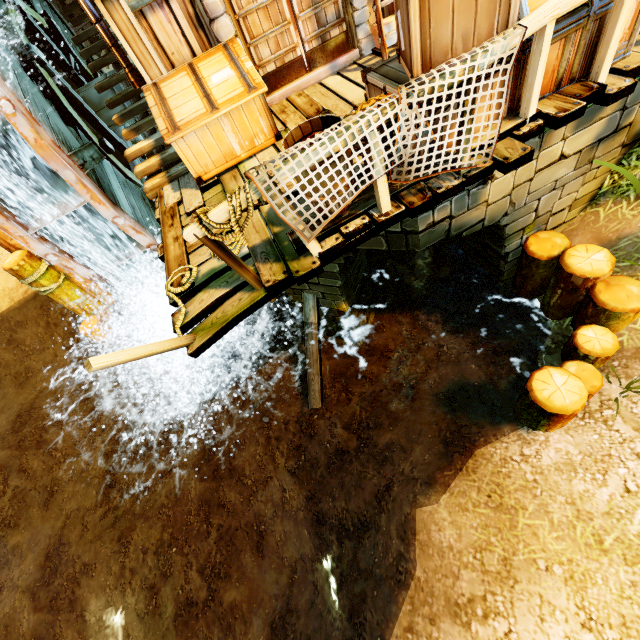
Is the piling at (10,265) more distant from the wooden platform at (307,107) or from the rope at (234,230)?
the rope at (234,230)

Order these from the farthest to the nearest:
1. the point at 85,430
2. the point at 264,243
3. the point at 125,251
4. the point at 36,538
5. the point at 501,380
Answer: the point at 85,430 < the point at 36,538 < the point at 125,251 < the point at 501,380 < the point at 264,243

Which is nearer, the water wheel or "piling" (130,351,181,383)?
the water wheel

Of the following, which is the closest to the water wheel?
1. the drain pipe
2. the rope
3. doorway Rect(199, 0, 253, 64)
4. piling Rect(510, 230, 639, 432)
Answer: the drain pipe

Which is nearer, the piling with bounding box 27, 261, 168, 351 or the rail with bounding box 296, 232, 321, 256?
the rail with bounding box 296, 232, 321, 256

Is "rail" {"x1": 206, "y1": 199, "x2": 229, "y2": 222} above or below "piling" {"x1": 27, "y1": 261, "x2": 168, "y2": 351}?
above

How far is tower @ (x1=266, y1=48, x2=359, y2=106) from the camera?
5.3 meters

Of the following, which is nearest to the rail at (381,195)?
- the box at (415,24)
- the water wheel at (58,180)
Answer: the box at (415,24)
